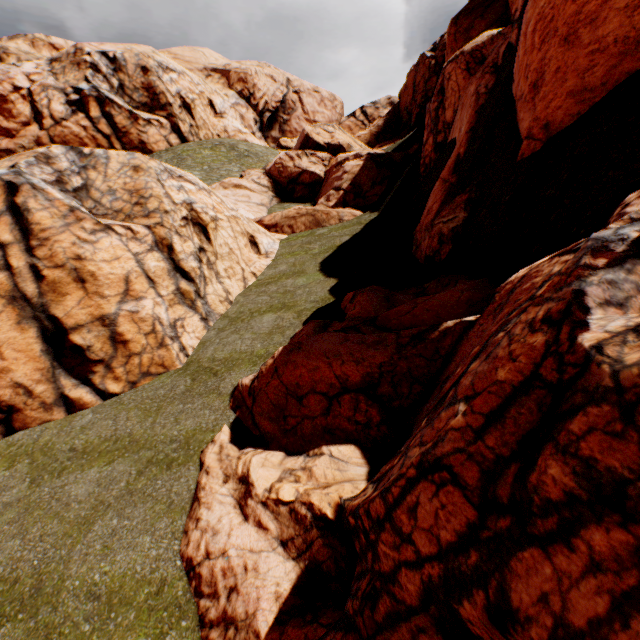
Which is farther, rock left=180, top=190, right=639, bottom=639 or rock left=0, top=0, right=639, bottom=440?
rock left=0, top=0, right=639, bottom=440

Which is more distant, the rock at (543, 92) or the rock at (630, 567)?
the rock at (543, 92)

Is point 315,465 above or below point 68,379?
below
